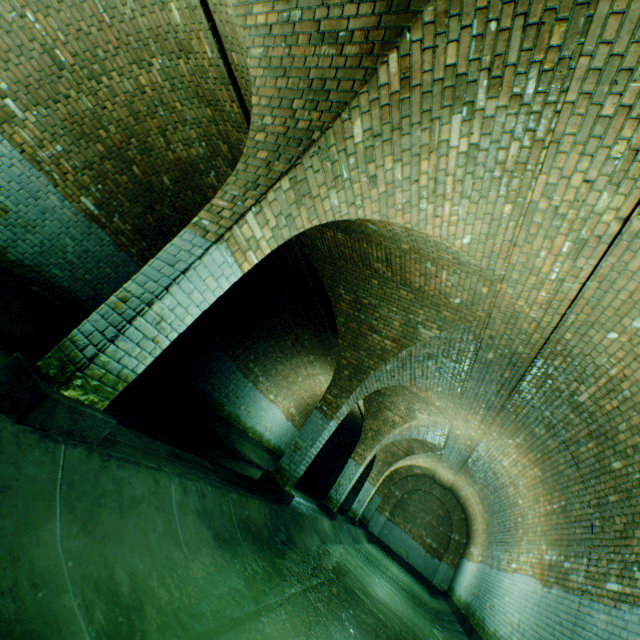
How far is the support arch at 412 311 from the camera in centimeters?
614cm

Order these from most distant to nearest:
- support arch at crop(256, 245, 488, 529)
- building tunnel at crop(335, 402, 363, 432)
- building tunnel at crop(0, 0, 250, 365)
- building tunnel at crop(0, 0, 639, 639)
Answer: building tunnel at crop(335, 402, 363, 432), support arch at crop(256, 245, 488, 529), building tunnel at crop(0, 0, 250, 365), building tunnel at crop(0, 0, 639, 639)

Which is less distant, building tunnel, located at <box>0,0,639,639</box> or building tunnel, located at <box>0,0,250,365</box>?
building tunnel, located at <box>0,0,639,639</box>

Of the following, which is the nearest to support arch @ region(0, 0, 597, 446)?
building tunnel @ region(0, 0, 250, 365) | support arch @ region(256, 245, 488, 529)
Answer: building tunnel @ region(0, 0, 250, 365)

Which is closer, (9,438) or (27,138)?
(9,438)

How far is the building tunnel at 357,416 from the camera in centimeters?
1634cm
